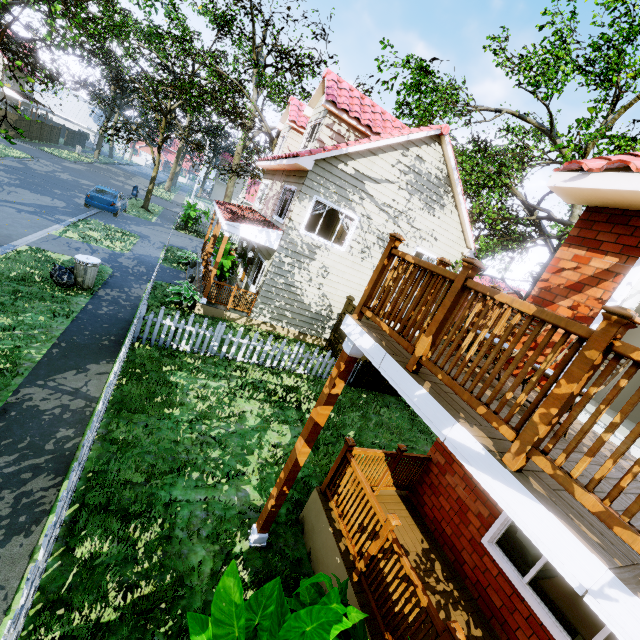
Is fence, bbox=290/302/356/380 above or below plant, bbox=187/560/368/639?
below

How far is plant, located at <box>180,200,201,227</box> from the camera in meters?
23.4

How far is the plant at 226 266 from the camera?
12.9 meters

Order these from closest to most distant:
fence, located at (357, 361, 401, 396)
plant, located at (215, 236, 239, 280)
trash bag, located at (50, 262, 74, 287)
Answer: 1. trash bag, located at (50, 262, 74, 287)
2. fence, located at (357, 361, 401, 396)
3. plant, located at (215, 236, 239, 280)

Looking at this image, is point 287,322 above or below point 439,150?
below

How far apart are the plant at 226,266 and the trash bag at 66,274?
4.2m

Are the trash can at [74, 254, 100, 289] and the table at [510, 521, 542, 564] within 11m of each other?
no

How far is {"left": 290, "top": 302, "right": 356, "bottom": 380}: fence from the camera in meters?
10.4
